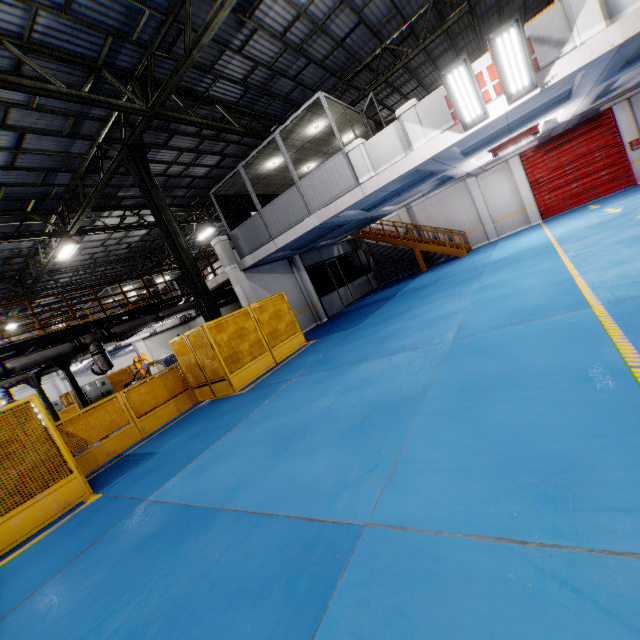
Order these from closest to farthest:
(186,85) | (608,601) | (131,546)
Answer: (608,601), (131,546), (186,85)

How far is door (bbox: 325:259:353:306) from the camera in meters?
18.8

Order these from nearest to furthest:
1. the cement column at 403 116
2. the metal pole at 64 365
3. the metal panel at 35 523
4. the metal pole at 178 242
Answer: the metal panel at 35 523
the cement column at 403 116
the metal pole at 178 242
the metal pole at 64 365

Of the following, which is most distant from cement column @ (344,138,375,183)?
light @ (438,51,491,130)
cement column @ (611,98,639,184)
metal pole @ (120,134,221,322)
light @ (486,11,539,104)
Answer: cement column @ (611,98,639,184)

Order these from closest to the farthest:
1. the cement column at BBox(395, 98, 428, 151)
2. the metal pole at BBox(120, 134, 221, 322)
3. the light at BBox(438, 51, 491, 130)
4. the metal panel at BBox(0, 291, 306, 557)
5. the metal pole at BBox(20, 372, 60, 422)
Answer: the metal panel at BBox(0, 291, 306, 557), the light at BBox(438, 51, 491, 130), the cement column at BBox(395, 98, 428, 151), the metal pole at BBox(120, 134, 221, 322), the metal pole at BBox(20, 372, 60, 422)

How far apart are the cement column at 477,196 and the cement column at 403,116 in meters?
11.2 m

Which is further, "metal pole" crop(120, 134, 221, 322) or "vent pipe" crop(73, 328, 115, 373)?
"vent pipe" crop(73, 328, 115, 373)

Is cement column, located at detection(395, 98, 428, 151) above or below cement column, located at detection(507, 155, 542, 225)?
above
